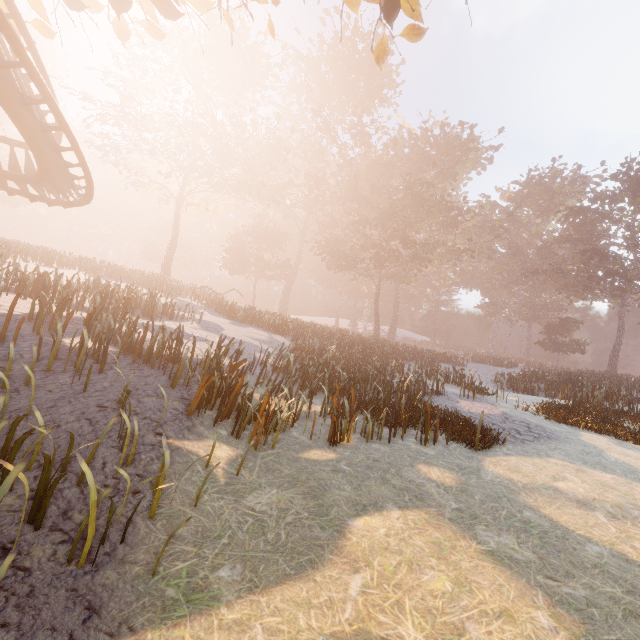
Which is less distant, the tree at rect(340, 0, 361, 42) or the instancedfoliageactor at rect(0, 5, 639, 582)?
the tree at rect(340, 0, 361, 42)

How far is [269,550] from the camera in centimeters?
376cm

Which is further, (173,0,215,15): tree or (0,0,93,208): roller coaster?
(173,0,215,15): tree

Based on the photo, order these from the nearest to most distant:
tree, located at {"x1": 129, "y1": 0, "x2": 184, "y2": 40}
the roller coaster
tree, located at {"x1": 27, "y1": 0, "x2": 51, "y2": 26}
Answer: the roller coaster → tree, located at {"x1": 129, "y1": 0, "x2": 184, "y2": 40} → tree, located at {"x1": 27, "y1": 0, "x2": 51, "y2": 26}

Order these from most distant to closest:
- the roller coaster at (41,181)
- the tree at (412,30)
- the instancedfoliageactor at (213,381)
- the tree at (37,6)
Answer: the instancedfoliageactor at (213,381)
the tree at (37,6)
the tree at (412,30)
the roller coaster at (41,181)

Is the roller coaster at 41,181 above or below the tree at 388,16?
below

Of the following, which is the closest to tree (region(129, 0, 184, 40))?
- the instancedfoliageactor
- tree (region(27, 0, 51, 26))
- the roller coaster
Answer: the roller coaster

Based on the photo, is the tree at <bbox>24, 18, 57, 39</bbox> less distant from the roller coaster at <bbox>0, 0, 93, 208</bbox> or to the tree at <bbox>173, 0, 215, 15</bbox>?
the roller coaster at <bbox>0, 0, 93, 208</bbox>
